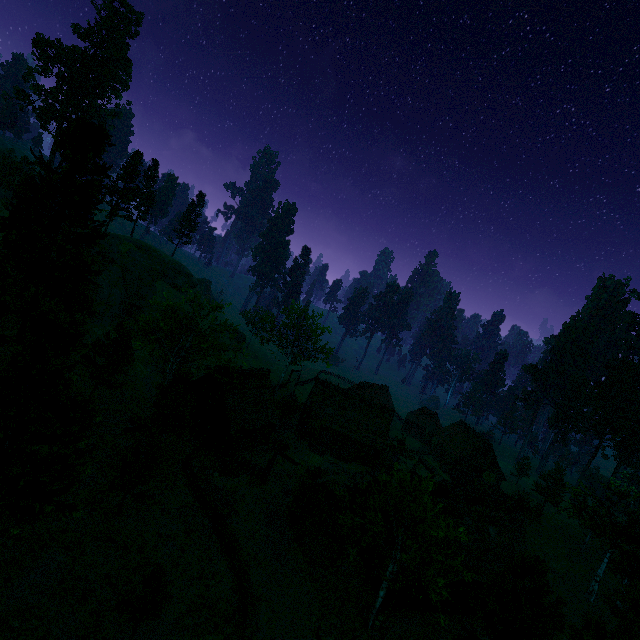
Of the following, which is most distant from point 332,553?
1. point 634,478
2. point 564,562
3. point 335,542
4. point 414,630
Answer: point 634,478

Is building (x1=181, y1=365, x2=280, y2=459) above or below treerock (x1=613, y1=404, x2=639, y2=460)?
below

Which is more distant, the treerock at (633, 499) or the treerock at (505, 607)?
the treerock at (633, 499)

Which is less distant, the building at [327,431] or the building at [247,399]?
the building at [247,399]

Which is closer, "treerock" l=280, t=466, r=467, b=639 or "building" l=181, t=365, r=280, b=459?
"treerock" l=280, t=466, r=467, b=639

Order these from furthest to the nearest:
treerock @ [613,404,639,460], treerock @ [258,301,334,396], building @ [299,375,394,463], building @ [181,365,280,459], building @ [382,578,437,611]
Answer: treerock @ [613,404,639,460] → treerock @ [258,301,334,396] → building @ [299,375,394,463] → building @ [181,365,280,459] → building @ [382,578,437,611]

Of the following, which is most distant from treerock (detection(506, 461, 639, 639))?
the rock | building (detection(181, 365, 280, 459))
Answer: the rock

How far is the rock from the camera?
48.9 meters
